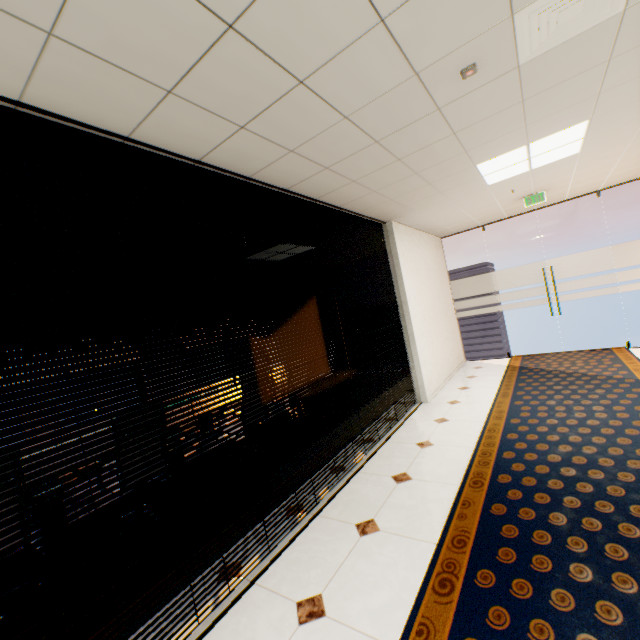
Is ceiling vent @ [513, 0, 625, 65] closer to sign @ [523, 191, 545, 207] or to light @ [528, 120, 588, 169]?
light @ [528, 120, 588, 169]

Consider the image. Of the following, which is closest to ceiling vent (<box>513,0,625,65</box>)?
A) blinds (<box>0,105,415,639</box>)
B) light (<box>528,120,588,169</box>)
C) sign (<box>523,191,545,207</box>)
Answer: light (<box>528,120,588,169</box>)

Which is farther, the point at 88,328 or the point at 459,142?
the point at 459,142

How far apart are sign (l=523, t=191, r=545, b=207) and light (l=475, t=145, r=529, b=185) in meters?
1.5

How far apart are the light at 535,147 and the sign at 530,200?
1.5 meters

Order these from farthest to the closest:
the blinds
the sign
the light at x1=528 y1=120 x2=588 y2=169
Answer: the sign < the light at x1=528 y1=120 x2=588 y2=169 < the blinds

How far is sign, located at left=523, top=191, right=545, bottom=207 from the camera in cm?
521

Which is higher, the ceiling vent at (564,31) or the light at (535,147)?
the light at (535,147)
